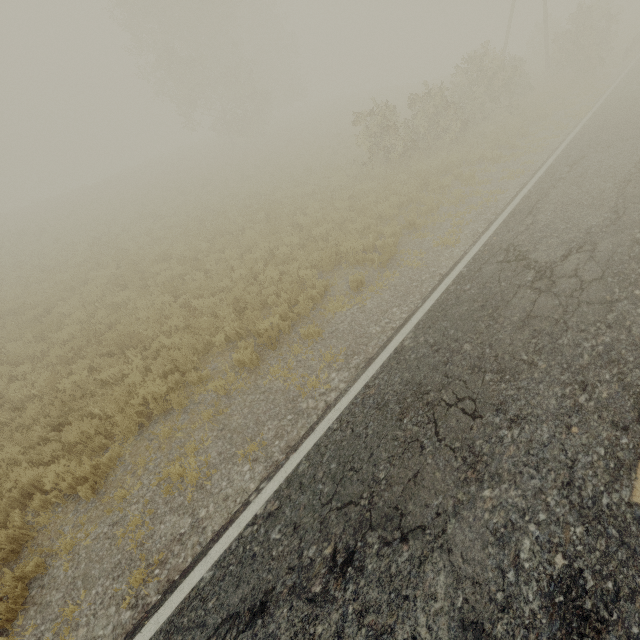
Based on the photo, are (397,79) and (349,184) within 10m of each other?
no
